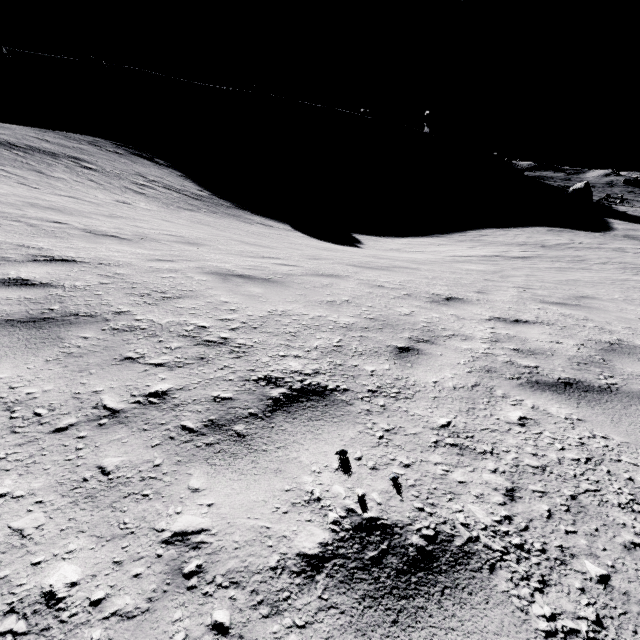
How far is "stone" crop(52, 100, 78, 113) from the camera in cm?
5678

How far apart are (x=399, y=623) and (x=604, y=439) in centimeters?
186cm

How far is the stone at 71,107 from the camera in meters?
56.8
